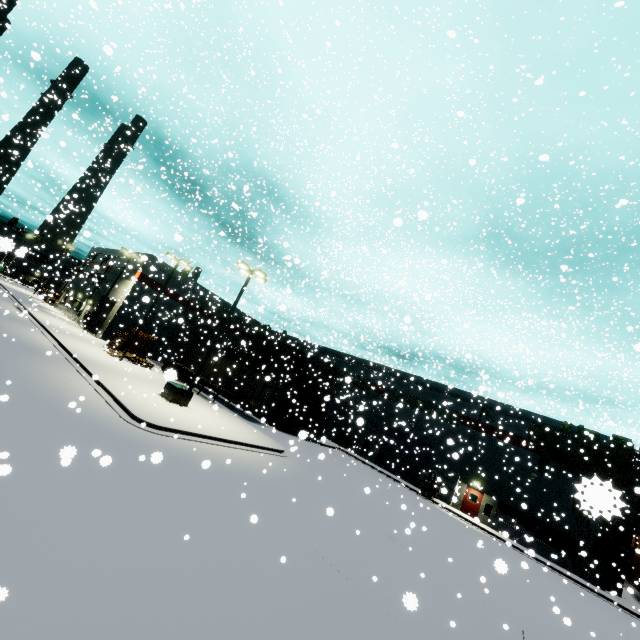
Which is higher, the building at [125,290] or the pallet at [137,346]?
the building at [125,290]

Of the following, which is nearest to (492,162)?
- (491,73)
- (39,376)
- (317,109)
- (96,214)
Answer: (491,73)

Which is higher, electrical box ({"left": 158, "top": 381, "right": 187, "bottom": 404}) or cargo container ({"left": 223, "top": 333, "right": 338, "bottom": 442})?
cargo container ({"left": 223, "top": 333, "right": 338, "bottom": 442})

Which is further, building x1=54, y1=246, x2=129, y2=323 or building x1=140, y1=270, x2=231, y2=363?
building x1=54, y1=246, x2=129, y2=323

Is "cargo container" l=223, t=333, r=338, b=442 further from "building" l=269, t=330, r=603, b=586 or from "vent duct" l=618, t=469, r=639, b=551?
"vent duct" l=618, t=469, r=639, b=551

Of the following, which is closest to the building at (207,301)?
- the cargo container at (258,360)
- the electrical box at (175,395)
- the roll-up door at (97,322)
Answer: the roll-up door at (97,322)

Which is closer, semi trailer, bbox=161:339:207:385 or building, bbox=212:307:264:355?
semi trailer, bbox=161:339:207:385

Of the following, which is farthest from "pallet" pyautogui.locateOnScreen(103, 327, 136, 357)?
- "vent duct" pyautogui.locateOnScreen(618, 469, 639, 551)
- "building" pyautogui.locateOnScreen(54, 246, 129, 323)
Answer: "vent duct" pyautogui.locateOnScreen(618, 469, 639, 551)
